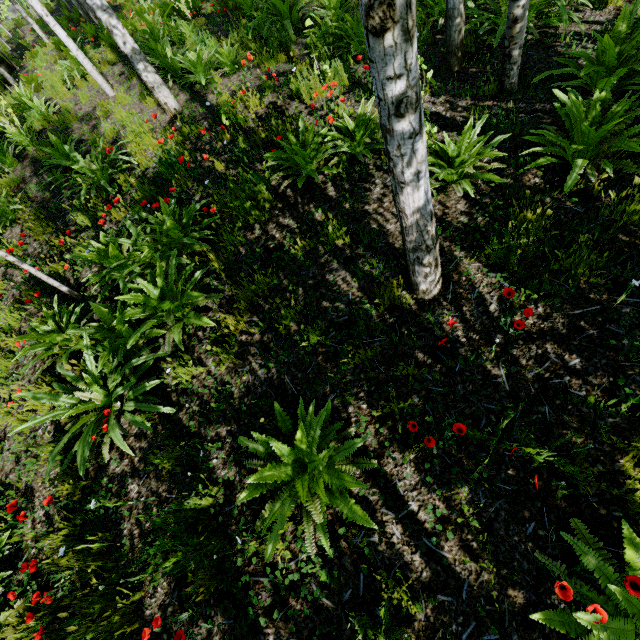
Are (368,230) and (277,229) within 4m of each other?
yes

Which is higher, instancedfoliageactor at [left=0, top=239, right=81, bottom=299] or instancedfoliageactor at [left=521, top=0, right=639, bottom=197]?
instancedfoliageactor at [left=0, top=239, right=81, bottom=299]

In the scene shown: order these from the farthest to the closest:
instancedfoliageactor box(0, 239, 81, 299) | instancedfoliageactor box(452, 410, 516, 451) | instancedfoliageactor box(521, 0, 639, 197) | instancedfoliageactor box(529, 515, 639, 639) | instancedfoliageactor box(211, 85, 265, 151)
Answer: instancedfoliageactor box(211, 85, 265, 151)
instancedfoliageactor box(0, 239, 81, 299)
instancedfoliageactor box(521, 0, 639, 197)
instancedfoliageactor box(452, 410, 516, 451)
instancedfoliageactor box(529, 515, 639, 639)

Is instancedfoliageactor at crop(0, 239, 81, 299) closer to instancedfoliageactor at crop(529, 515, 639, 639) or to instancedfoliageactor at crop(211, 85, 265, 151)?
instancedfoliageactor at crop(211, 85, 265, 151)

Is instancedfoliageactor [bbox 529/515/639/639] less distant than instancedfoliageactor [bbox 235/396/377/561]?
Yes

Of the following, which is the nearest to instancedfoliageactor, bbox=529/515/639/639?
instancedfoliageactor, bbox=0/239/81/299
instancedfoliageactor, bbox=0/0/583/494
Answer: instancedfoliageactor, bbox=0/0/583/494

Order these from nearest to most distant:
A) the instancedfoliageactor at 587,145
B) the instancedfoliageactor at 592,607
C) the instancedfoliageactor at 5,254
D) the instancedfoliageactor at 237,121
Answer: the instancedfoliageactor at 592,607
the instancedfoliageactor at 587,145
the instancedfoliageactor at 5,254
the instancedfoliageactor at 237,121

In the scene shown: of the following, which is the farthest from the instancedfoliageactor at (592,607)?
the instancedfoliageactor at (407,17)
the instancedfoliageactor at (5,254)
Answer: the instancedfoliageactor at (5,254)
